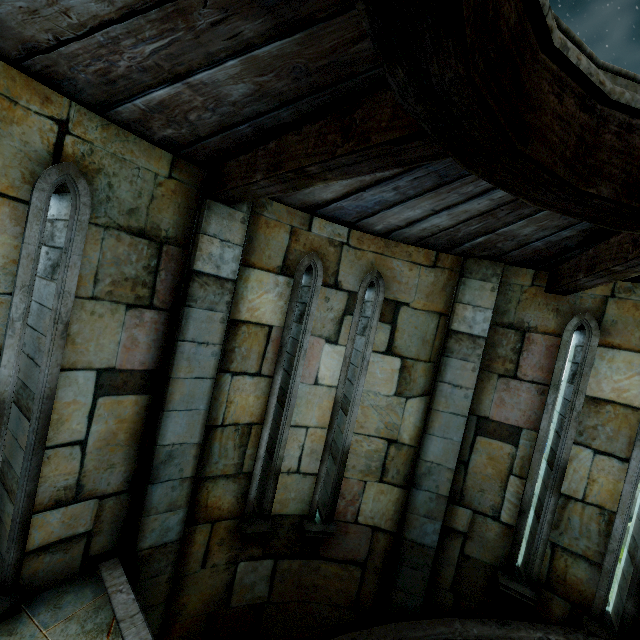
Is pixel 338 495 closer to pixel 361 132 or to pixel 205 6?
pixel 361 132
